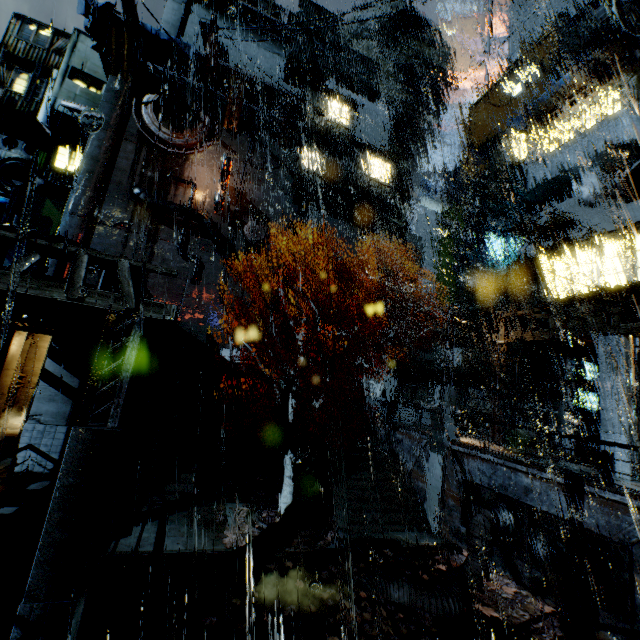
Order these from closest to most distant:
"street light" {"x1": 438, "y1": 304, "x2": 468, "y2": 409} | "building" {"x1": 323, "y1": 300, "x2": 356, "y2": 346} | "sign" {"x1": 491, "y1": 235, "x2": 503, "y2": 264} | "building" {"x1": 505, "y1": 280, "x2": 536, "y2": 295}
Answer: "street light" {"x1": 438, "y1": 304, "x2": 468, "y2": 409}, "building" {"x1": 505, "y1": 280, "x2": 536, "y2": 295}, "sign" {"x1": 491, "y1": 235, "x2": 503, "y2": 264}, "building" {"x1": 323, "y1": 300, "x2": 356, "y2": 346}

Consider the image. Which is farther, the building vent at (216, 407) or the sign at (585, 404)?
the building vent at (216, 407)

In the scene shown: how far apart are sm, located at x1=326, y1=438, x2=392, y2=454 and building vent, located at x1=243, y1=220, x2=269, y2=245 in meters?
24.3

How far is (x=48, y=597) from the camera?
6.2 meters

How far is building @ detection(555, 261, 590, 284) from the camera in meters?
19.5 m

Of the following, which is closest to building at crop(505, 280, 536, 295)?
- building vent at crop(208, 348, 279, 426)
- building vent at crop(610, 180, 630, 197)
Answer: building vent at crop(610, 180, 630, 197)

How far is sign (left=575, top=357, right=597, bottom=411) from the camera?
19.1 meters

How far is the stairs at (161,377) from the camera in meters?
15.4
